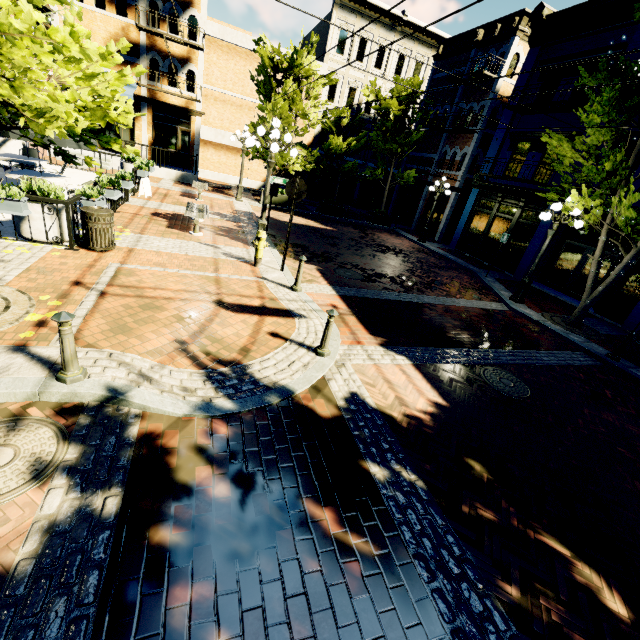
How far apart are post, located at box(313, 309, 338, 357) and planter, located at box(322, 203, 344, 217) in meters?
15.9

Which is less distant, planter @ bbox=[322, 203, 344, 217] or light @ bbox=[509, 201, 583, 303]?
light @ bbox=[509, 201, 583, 303]

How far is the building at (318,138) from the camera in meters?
25.6 m

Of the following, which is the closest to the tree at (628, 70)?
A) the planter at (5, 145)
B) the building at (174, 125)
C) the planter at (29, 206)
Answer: the building at (174, 125)

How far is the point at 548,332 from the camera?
9.8 meters

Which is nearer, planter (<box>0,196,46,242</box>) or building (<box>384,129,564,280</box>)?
planter (<box>0,196,46,242</box>)

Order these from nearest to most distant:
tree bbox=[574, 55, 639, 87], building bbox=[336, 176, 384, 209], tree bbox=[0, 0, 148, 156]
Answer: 1. tree bbox=[0, 0, 148, 156]
2. tree bbox=[574, 55, 639, 87]
3. building bbox=[336, 176, 384, 209]

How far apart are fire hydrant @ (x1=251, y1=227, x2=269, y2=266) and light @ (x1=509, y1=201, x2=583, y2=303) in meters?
8.7 m
